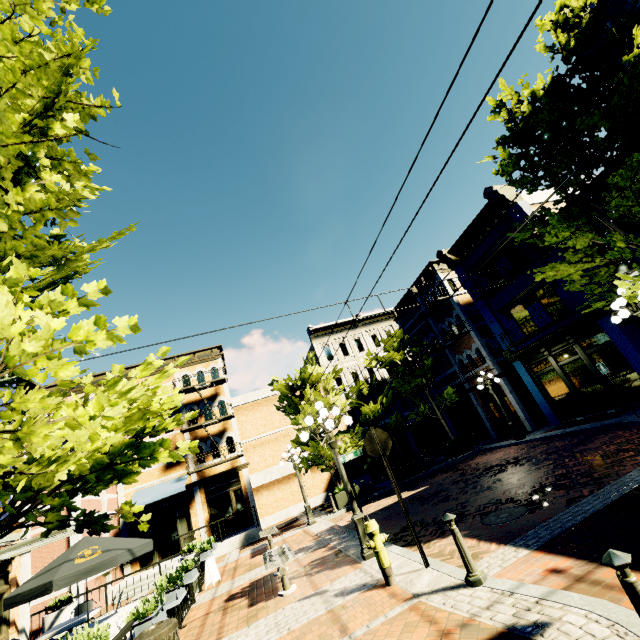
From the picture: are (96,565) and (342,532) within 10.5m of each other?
yes

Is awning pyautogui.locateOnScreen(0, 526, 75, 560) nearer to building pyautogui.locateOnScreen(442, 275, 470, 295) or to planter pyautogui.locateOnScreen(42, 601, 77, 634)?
planter pyautogui.locateOnScreen(42, 601, 77, 634)

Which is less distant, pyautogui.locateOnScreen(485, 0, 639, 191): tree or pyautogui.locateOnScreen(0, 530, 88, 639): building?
pyautogui.locateOnScreen(485, 0, 639, 191): tree

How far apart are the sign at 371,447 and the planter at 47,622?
14.1m

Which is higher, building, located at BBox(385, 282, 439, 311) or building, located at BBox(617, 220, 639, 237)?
building, located at BBox(385, 282, 439, 311)

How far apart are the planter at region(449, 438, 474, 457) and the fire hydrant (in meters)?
14.20

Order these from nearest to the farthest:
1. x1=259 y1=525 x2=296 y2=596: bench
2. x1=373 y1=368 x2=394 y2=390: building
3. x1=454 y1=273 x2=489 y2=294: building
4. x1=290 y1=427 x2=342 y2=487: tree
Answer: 1. x1=259 y1=525 x2=296 y2=596: bench
2. x1=290 y1=427 x2=342 y2=487: tree
3. x1=454 y1=273 x2=489 y2=294: building
4. x1=373 y1=368 x2=394 y2=390: building

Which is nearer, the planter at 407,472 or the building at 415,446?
the planter at 407,472
